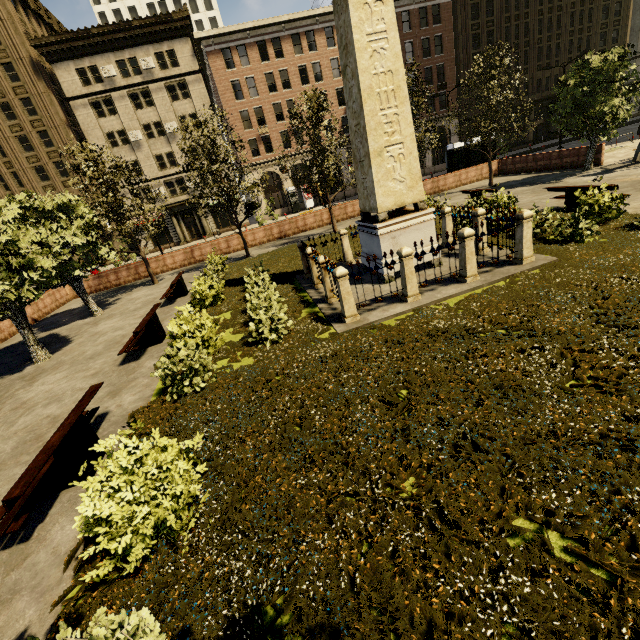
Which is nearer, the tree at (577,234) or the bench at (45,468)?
the bench at (45,468)

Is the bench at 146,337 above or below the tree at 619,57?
below

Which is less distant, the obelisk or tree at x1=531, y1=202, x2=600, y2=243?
the obelisk

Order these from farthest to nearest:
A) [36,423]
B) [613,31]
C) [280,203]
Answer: [613,31], [280,203], [36,423]

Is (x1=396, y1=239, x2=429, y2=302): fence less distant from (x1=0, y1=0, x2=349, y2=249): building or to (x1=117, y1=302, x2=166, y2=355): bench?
(x1=117, y1=302, x2=166, y2=355): bench

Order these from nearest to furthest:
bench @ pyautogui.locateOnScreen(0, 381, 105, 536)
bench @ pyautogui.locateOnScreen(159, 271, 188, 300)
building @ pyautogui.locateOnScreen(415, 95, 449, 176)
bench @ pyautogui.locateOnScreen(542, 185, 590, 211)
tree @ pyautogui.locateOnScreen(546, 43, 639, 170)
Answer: bench @ pyautogui.locateOnScreen(0, 381, 105, 536) < bench @ pyautogui.locateOnScreen(542, 185, 590, 211) < bench @ pyautogui.locateOnScreen(159, 271, 188, 300) < tree @ pyautogui.locateOnScreen(546, 43, 639, 170) < building @ pyautogui.locateOnScreen(415, 95, 449, 176)

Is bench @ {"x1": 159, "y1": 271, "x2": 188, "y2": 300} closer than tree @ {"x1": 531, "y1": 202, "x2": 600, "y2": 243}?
No

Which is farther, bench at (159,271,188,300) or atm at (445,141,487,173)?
atm at (445,141,487,173)
